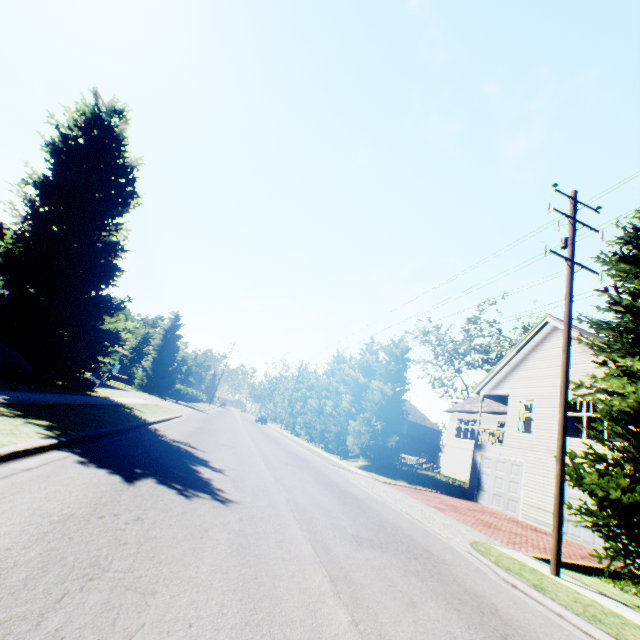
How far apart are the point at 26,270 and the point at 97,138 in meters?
7.3

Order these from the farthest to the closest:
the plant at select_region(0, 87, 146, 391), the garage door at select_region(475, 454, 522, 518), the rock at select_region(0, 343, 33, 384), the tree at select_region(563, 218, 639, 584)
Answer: the garage door at select_region(475, 454, 522, 518)
the plant at select_region(0, 87, 146, 391)
the rock at select_region(0, 343, 33, 384)
the tree at select_region(563, 218, 639, 584)

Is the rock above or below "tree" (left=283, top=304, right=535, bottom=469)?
below

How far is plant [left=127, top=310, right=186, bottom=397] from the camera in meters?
35.6 m

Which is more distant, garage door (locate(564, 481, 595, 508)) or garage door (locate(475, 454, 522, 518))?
garage door (locate(475, 454, 522, 518))

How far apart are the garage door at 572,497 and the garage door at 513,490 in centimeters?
215cm

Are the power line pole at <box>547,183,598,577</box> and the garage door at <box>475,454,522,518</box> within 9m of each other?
no
